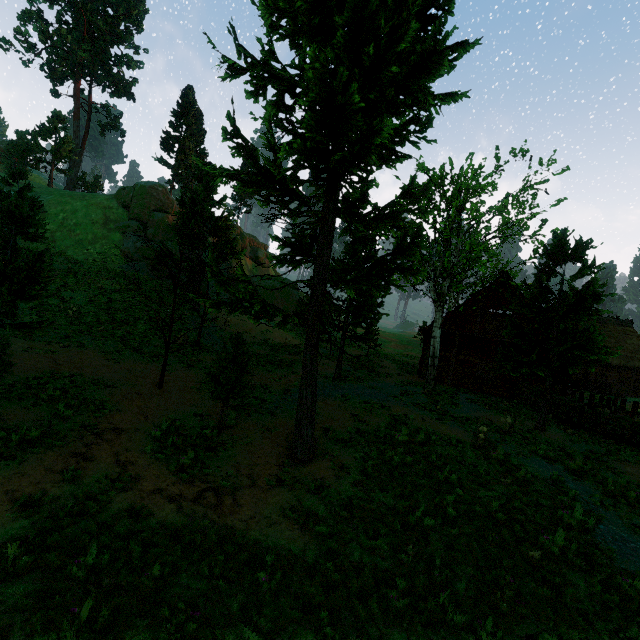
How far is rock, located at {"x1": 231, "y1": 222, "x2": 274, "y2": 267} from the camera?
50.6m

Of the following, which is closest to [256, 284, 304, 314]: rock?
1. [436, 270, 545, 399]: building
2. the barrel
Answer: [436, 270, 545, 399]: building

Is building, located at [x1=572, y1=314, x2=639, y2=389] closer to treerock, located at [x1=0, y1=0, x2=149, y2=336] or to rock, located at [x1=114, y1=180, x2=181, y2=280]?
treerock, located at [x1=0, y1=0, x2=149, y2=336]

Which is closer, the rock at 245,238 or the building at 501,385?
the building at 501,385

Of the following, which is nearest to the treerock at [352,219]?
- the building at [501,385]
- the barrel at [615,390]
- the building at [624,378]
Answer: the building at [624,378]

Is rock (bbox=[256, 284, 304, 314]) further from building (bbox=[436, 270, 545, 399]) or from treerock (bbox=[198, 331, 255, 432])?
building (bbox=[436, 270, 545, 399])

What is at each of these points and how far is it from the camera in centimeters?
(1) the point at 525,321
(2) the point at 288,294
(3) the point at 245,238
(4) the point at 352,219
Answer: (1) building, 2038cm
(2) rock, 4100cm
(3) rock, 5131cm
(4) treerock, 1070cm

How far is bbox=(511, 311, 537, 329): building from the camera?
20.1m
